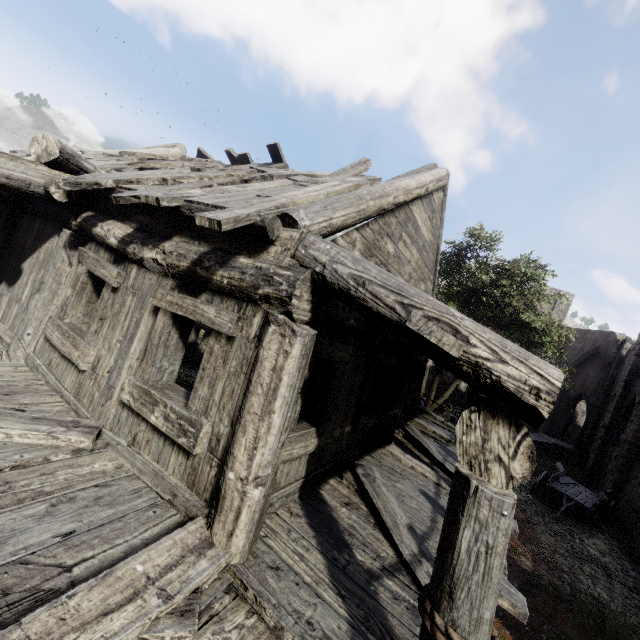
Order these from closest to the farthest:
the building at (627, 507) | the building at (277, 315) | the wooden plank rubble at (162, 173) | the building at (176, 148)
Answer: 1. the building at (277, 315)
2. the wooden plank rubble at (162, 173)
3. the building at (176, 148)
4. the building at (627, 507)

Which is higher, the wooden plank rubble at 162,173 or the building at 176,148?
the building at 176,148

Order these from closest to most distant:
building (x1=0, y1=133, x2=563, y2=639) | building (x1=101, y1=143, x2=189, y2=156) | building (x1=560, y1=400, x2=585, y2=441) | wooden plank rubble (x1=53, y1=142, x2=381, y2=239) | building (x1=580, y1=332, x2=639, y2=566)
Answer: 1. building (x1=0, y1=133, x2=563, y2=639)
2. wooden plank rubble (x1=53, y1=142, x2=381, y2=239)
3. building (x1=101, y1=143, x2=189, y2=156)
4. building (x1=580, y1=332, x2=639, y2=566)
5. building (x1=560, y1=400, x2=585, y2=441)

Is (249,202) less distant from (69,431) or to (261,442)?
(261,442)

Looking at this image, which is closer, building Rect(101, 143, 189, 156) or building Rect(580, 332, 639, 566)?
building Rect(101, 143, 189, 156)

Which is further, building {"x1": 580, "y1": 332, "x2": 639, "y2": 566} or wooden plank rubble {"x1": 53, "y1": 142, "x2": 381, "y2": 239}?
building {"x1": 580, "y1": 332, "x2": 639, "y2": 566}
